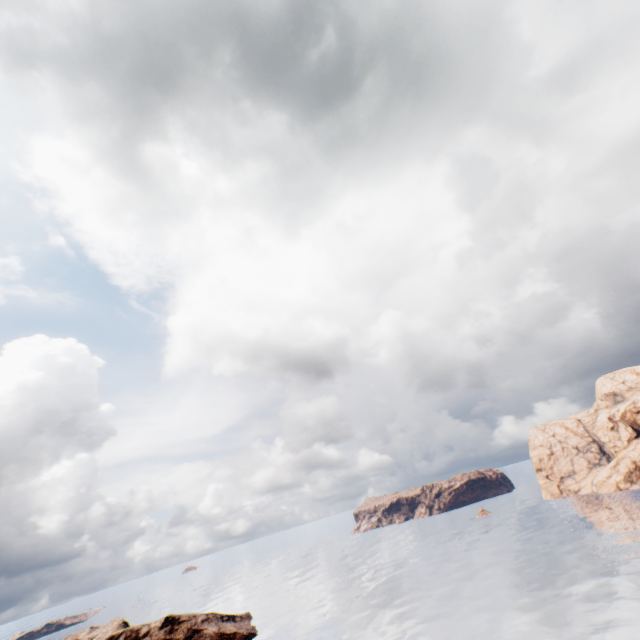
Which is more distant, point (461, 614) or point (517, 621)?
point (461, 614)
